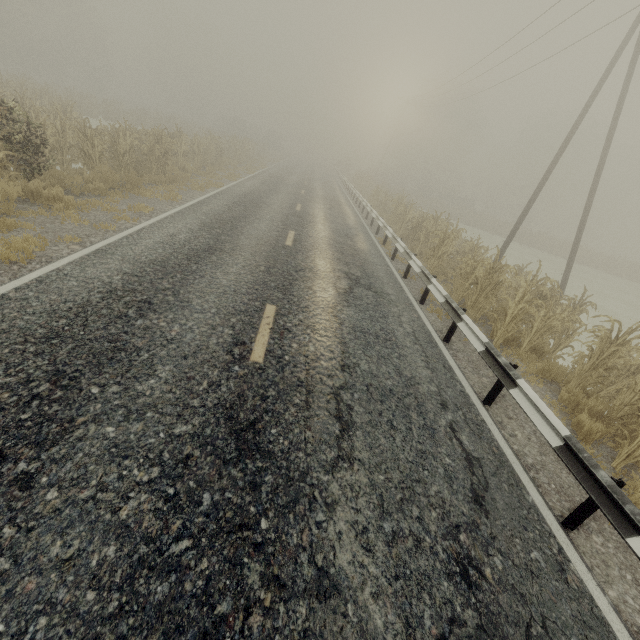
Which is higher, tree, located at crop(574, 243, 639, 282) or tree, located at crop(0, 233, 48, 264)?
tree, located at crop(574, 243, 639, 282)

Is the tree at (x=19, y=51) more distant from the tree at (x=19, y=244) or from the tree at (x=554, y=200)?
the tree at (x=554, y=200)

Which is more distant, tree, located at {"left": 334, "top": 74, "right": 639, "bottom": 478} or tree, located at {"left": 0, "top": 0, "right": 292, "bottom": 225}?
tree, located at {"left": 0, "top": 0, "right": 292, "bottom": 225}

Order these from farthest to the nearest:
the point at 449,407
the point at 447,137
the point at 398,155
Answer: the point at 398,155 < the point at 447,137 < the point at 449,407

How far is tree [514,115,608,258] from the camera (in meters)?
35.94

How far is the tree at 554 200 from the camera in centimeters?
3594cm

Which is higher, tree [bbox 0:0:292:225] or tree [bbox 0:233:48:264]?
tree [bbox 0:0:292:225]

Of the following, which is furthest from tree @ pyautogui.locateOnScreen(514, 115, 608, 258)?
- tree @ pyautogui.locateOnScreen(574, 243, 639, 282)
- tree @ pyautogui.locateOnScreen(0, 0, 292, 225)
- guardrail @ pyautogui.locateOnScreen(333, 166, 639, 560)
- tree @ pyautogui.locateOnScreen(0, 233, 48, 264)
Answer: tree @ pyautogui.locateOnScreen(0, 233, 48, 264)
